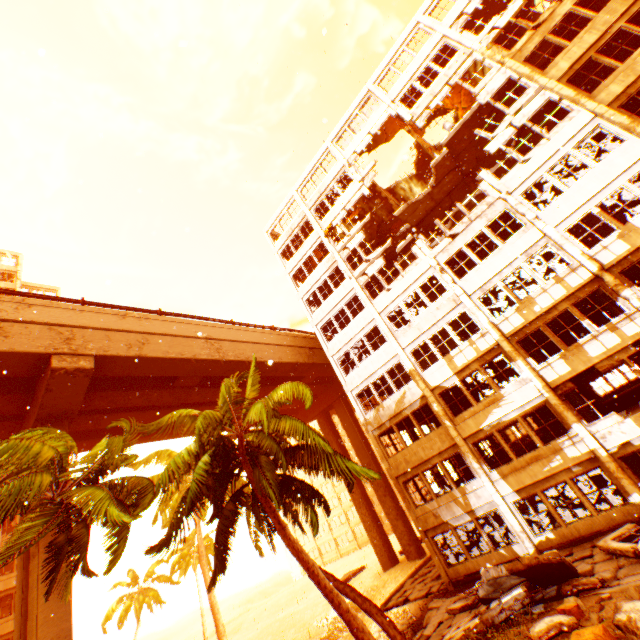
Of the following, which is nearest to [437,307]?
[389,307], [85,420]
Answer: [389,307]

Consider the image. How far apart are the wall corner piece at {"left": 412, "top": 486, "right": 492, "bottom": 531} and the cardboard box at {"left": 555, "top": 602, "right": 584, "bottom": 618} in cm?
706

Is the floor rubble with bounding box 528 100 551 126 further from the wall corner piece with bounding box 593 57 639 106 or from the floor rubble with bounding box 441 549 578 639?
the floor rubble with bounding box 441 549 578 639

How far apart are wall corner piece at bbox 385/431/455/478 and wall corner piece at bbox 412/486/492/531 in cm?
221

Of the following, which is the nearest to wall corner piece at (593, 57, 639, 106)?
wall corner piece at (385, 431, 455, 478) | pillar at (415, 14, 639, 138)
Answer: pillar at (415, 14, 639, 138)

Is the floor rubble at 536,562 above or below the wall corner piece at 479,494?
below

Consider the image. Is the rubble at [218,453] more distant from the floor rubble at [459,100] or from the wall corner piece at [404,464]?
the wall corner piece at [404,464]

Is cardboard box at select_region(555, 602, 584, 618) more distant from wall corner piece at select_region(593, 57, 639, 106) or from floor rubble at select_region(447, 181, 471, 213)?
floor rubble at select_region(447, 181, 471, 213)
